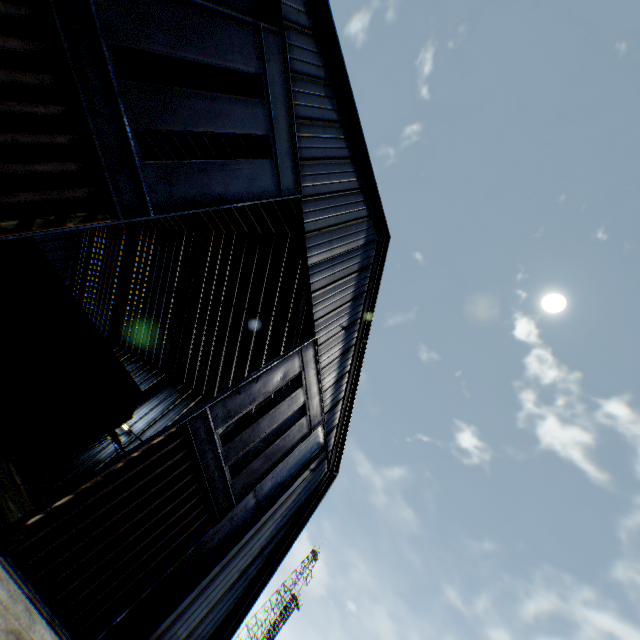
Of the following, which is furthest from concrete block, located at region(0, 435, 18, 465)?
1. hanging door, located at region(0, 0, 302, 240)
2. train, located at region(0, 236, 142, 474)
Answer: hanging door, located at region(0, 0, 302, 240)

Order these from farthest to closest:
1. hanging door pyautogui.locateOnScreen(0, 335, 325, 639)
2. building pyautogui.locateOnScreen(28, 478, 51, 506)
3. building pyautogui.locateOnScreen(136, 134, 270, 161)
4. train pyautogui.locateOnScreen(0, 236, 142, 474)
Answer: building pyautogui.locateOnScreen(28, 478, 51, 506) → building pyautogui.locateOnScreen(136, 134, 270, 161) → train pyautogui.locateOnScreen(0, 236, 142, 474) → hanging door pyautogui.locateOnScreen(0, 335, 325, 639)

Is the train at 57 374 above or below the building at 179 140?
below

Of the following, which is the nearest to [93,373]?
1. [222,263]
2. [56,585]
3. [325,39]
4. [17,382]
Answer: [17,382]

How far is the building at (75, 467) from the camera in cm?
2095

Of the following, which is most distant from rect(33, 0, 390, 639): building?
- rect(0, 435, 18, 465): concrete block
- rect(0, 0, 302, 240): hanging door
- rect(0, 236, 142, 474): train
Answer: rect(0, 435, 18, 465): concrete block

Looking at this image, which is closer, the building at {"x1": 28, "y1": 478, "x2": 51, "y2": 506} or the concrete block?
the concrete block
